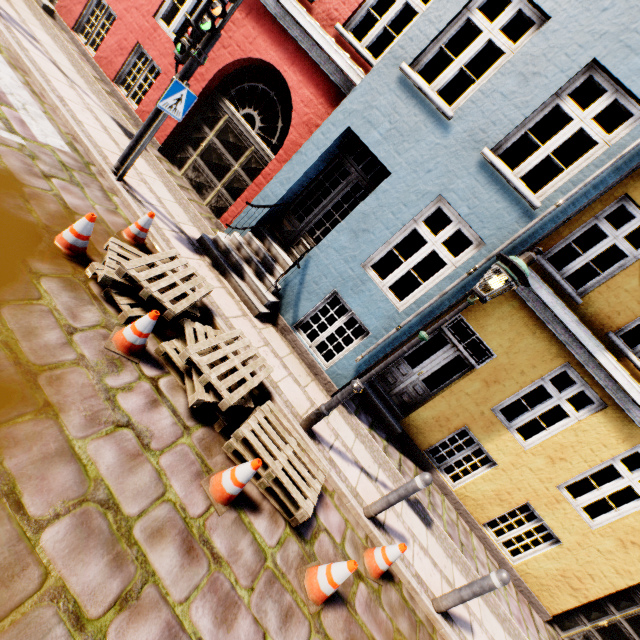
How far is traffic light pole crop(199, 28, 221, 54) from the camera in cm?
473

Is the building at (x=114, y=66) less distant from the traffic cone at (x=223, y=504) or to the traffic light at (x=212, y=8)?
the traffic light at (x=212, y=8)

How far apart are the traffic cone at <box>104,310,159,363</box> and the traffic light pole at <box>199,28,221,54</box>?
4.22m

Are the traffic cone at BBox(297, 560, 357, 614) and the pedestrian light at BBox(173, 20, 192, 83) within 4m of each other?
no

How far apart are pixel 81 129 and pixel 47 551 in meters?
6.6

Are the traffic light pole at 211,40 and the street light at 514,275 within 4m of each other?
no

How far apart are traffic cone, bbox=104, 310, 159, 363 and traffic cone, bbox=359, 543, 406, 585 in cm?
363

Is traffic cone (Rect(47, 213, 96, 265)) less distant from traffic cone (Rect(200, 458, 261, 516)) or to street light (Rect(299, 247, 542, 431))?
traffic cone (Rect(200, 458, 261, 516))
